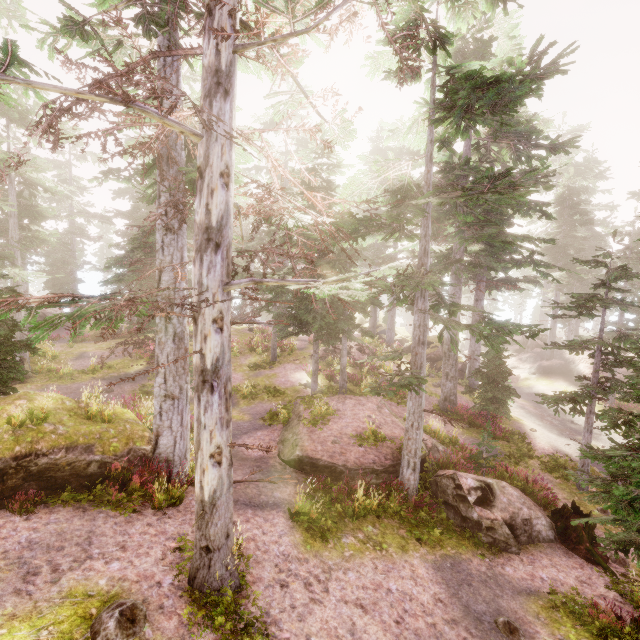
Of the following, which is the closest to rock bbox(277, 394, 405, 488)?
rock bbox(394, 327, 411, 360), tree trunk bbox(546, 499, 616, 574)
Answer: tree trunk bbox(546, 499, 616, 574)

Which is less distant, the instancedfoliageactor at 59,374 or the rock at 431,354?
the instancedfoliageactor at 59,374

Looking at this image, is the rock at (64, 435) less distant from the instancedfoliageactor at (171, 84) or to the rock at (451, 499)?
the instancedfoliageactor at (171, 84)

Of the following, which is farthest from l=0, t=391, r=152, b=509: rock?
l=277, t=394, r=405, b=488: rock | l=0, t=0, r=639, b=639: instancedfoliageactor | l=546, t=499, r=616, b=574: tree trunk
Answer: l=546, t=499, r=616, b=574: tree trunk

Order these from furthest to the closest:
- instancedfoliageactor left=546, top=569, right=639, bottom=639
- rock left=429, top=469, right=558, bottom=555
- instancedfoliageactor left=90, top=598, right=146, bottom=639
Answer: rock left=429, top=469, right=558, bottom=555
instancedfoliageactor left=546, top=569, right=639, bottom=639
instancedfoliageactor left=90, top=598, right=146, bottom=639

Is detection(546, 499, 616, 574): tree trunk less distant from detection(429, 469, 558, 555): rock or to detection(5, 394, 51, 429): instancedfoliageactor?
detection(429, 469, 558, 555): rock

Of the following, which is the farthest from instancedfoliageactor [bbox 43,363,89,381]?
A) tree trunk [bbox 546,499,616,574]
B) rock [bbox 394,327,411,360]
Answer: tree trunk [bbox 546,499,616,574]

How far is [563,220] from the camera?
29.1 meters
